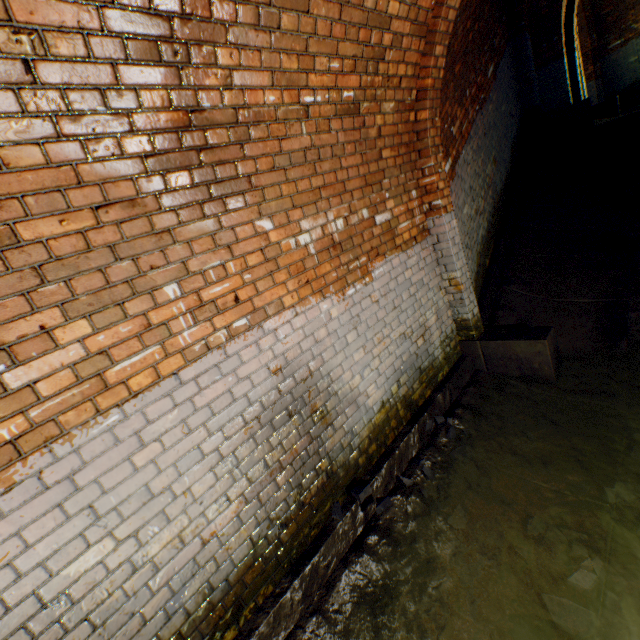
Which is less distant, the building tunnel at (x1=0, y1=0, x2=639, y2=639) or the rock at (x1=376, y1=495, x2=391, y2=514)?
the building tunnel at (x1=0, y1=0, x2=639, y2=639)

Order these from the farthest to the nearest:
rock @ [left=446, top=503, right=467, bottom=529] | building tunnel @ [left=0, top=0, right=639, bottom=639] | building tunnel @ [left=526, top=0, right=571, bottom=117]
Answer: building tunnel @ [left=526, top=0, right=571, bottom=117] → rock @ [left=446, top=503, right=467, bottom=529] → building tunnel @ [left=0, top=0, right=639, bottom=639]

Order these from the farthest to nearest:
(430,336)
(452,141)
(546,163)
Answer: (546,163), (452,141), (430,336)

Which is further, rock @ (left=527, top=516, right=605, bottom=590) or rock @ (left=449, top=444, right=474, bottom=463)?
rock @ (left=449, top=444, right=474, bottom=463)

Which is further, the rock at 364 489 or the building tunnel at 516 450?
the rock at 364 489

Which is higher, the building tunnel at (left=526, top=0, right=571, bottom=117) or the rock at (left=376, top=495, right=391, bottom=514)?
the building tunnel at (left=526, top=0, right=571, bottom=117)

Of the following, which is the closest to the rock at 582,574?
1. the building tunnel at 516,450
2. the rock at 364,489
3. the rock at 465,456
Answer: the building tunnel at 516,450

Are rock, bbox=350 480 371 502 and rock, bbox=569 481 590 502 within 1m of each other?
no
